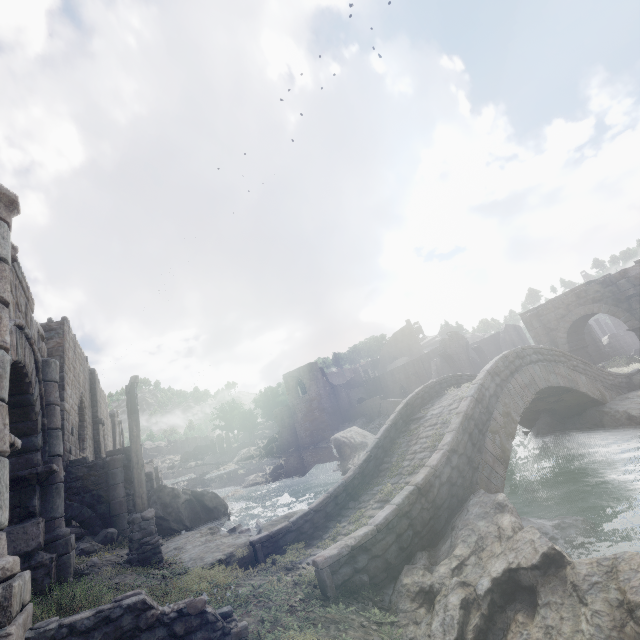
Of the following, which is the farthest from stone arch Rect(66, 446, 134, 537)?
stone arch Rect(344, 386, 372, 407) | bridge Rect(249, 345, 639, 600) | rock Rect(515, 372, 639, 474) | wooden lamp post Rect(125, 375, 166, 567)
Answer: stone arch Rect(344, 386, 372, 407)

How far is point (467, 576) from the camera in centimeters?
524cm

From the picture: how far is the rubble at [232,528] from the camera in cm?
1269

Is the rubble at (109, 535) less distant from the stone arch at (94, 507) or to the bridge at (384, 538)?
the stone arch at (94, 507)

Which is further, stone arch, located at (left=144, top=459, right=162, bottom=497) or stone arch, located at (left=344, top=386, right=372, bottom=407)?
stone arch, located at (left=344, top=386, right=372, bottom=407)

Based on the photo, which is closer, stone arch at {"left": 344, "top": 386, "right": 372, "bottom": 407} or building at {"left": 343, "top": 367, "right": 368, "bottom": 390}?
stone arch at {"left": 344, "top": 386, "right": 372, "bottom": 407}

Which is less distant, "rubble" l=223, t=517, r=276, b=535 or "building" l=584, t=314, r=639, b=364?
"rubble" l=223, t=517, r=276, b=535
